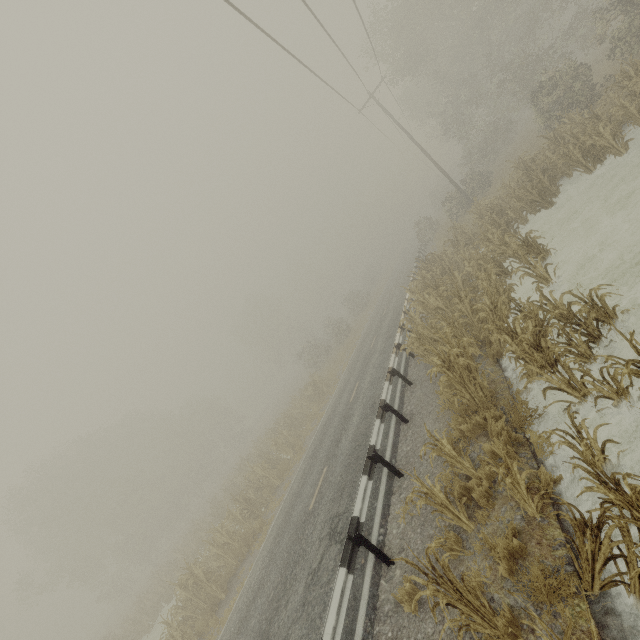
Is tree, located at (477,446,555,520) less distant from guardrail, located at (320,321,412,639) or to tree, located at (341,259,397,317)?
guardrail, located at (320,321,412,639)

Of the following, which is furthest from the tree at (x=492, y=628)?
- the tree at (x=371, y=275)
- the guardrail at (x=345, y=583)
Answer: the tree at (x=371, y=275)

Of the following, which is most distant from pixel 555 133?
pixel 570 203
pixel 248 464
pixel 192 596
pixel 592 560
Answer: pixel 192 596

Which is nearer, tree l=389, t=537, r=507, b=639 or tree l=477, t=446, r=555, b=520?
tree l=389, t=537, r=507, b=639

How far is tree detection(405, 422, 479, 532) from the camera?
5.0 meters

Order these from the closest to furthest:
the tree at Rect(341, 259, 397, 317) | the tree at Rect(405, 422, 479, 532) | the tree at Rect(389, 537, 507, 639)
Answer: the tree at Rect(389, 537, 507, 639) → the tree at Rect(405, 422, 479, 532) → the tree at Rect(341, 259, 397, 317)

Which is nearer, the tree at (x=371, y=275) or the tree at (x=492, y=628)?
the tree at (x=492, y=628)
